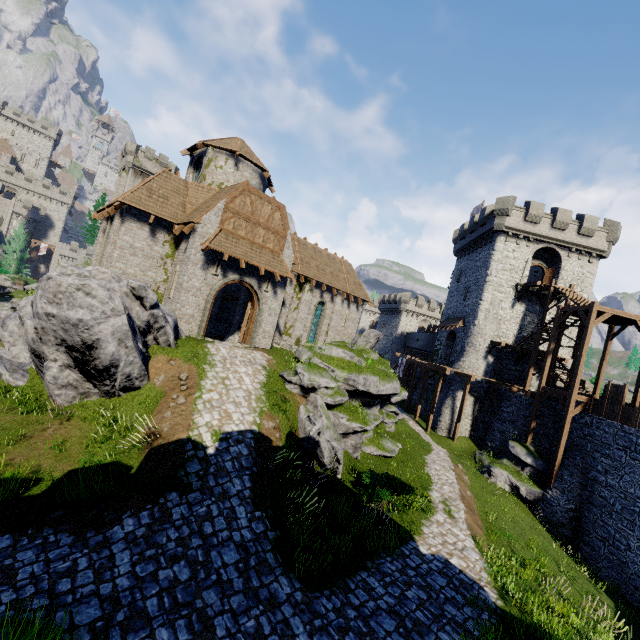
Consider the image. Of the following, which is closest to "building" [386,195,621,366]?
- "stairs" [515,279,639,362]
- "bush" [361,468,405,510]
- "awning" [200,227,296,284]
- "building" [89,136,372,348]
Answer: "stairs" [515,279,639,362]

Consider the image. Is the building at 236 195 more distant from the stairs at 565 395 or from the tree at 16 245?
the tree at 16 245

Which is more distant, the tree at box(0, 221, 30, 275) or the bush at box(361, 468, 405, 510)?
the tree at box(0, 221, 30, 275)

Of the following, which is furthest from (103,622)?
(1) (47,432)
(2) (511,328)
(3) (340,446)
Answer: (2) (511,328)

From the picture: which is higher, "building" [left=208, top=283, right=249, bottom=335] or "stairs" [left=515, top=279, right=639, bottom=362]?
"stairs" [left=515, top=279, right=639, bottom=362]

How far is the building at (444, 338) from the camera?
29.9m

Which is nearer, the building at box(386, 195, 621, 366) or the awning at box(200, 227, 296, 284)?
the awning at box(200, 227, 296, 284)

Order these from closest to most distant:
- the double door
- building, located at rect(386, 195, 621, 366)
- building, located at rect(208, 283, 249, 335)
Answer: the double door
building, located at rect(208, 283, 249, 335)
building, located at rect(386, 195, 621, 366)
